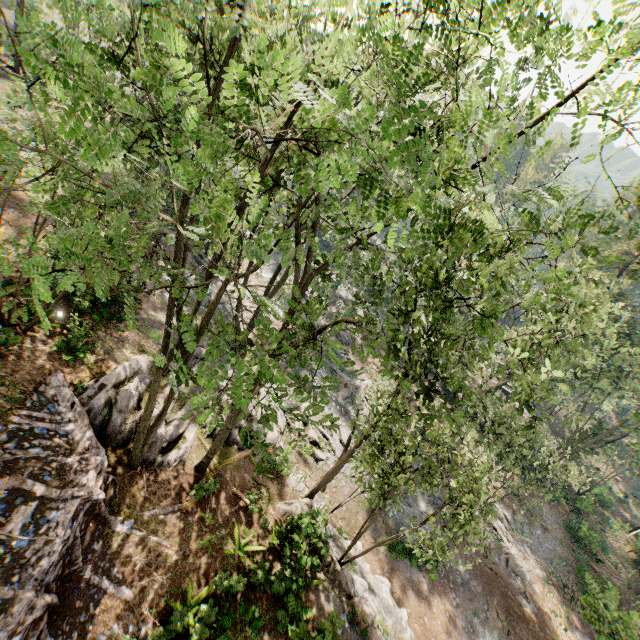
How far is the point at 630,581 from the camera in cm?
3009

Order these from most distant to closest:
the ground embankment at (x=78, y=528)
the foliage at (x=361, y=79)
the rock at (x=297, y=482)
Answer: the rock at (x=297, y=482), the ground embankment at (x=78, y=528), the foliage at (x=361, y=79)

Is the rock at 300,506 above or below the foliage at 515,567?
above

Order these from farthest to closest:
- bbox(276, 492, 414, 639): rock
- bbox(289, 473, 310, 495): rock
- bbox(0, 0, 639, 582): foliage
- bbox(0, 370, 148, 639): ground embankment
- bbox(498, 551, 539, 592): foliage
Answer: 1. bbox(498, 551, 539, 592): foliage
2. bbox(289, 473, 310, 495): rock
3. bbox(276, 492, 414, 639): rock
4. bbox(0, 370, 148, 639): ground embankment
5. bbox(0, 0, 639, 582): foliage

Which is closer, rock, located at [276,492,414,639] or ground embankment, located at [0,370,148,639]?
ground embankment, located at [0,370,148,639]

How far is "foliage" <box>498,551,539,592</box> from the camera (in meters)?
24.59

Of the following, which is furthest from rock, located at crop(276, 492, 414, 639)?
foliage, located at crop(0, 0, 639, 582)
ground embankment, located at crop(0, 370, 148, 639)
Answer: ground embankment, located at crop(0, 370, 148, 639)

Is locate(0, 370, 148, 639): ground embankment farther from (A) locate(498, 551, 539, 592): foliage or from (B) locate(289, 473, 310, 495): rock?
(B) locate(289, 473, 310, 495): rock
